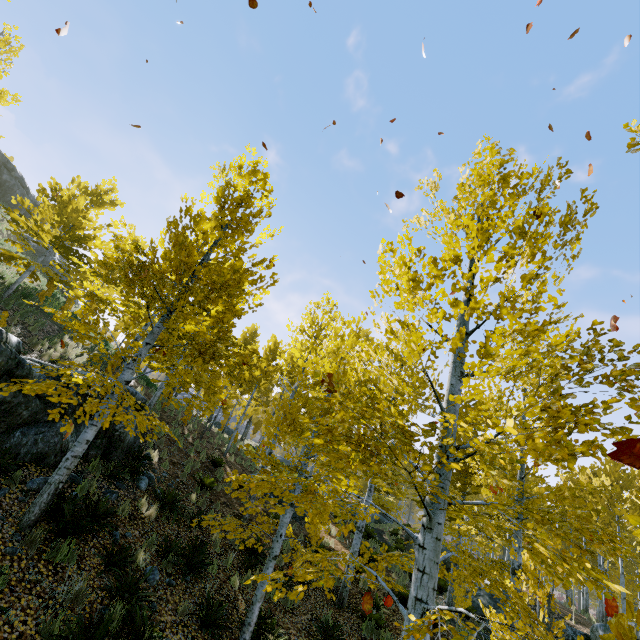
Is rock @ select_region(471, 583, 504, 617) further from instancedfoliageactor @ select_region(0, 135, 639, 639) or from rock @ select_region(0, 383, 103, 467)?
rock @ select_region(0, 383, 103, 467)

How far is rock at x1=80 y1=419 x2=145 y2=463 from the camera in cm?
838

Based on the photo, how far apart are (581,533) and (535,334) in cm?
278

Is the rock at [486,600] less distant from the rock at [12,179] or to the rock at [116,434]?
the rock at [116,434]

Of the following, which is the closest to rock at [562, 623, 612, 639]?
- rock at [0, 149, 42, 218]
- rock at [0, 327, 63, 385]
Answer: rock at [0, 327, 63, 385]

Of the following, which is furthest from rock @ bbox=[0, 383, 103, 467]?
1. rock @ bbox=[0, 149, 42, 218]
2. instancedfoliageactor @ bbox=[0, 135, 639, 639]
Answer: rock @ bbox=[0, 149, 42, 218]

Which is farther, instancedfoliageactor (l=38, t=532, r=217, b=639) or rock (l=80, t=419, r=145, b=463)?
rock (l=80, t=419, r=145, b=463)
